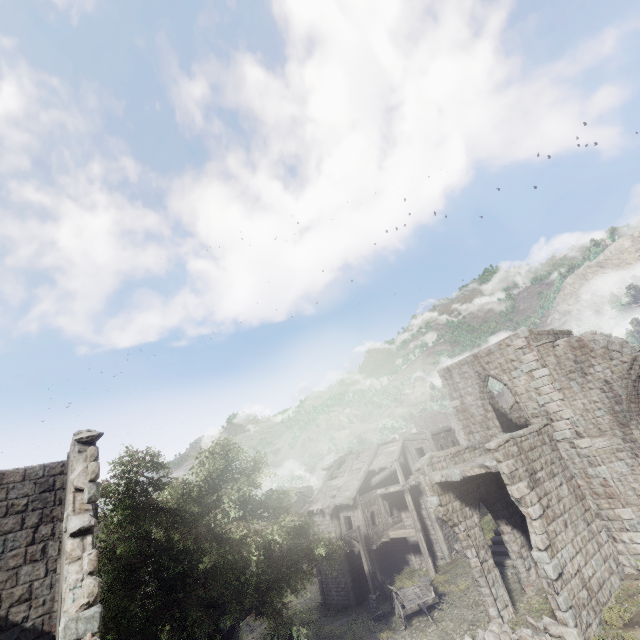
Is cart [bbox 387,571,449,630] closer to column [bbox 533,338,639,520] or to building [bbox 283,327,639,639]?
building [bbox 283,327,639,639]

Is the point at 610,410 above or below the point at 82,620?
above

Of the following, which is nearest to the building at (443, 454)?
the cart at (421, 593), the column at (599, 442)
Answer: the column at (599, 442)

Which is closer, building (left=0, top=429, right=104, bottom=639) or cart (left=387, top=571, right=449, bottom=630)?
building (left=0, top=429, right=104, bottom=639)

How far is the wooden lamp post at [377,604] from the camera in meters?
18.8

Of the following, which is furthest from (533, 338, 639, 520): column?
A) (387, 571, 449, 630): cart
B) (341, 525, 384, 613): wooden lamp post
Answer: (341, 525, 384, 613): wooden lamp post

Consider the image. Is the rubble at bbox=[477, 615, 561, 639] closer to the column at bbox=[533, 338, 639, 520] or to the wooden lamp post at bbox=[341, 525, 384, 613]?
the column at bbox=[533, 338, 639, 520]

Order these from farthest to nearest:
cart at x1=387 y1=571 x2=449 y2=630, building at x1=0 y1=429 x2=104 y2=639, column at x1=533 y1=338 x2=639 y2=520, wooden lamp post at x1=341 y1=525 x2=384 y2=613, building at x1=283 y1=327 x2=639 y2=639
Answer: wooden lamp post at x1=341 y1=525 x2=384 y2=613
cart at x1=387 y1=571 x2=449 y2=630
column at x1=533 y1=338 x2=639 y2=520
building at x1=283 y1=327 x2=639 y2=639
building at x1=0 y1=429 x2=104 y2=639
